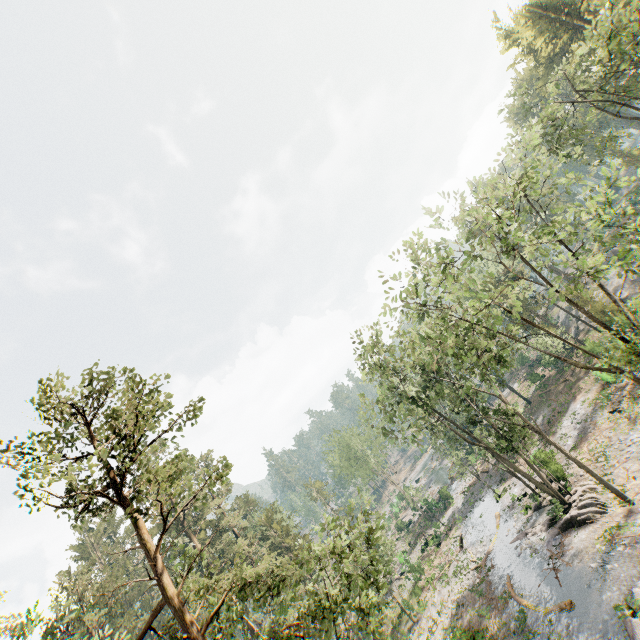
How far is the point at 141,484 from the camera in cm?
1495

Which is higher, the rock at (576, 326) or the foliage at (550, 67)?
the foliage at (550, 67)

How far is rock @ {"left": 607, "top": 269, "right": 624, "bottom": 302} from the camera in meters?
41.7 m

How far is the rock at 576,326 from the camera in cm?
4662

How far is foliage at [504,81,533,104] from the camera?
27.7 meters

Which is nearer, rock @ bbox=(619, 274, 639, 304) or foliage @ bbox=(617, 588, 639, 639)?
foliage @ bbox=(617, 588, 639, 639)

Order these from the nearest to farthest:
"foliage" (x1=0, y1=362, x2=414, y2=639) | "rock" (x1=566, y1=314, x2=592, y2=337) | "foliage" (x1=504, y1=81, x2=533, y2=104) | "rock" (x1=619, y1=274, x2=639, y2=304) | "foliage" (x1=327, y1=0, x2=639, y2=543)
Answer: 1. "foliage" (x1=0, y1=362, x2=414, y2=639)
2. "foliage" (x1=327, y1=0, x2=639, y2=543)
3. "foliage" (x1=504, y1=81, x2=533, y2=104)
4. "rock" (x1=619, y1=274, x2=639, y2=304)
5. "rock" (x1=566, y1=314, x2=592, y2=337)
